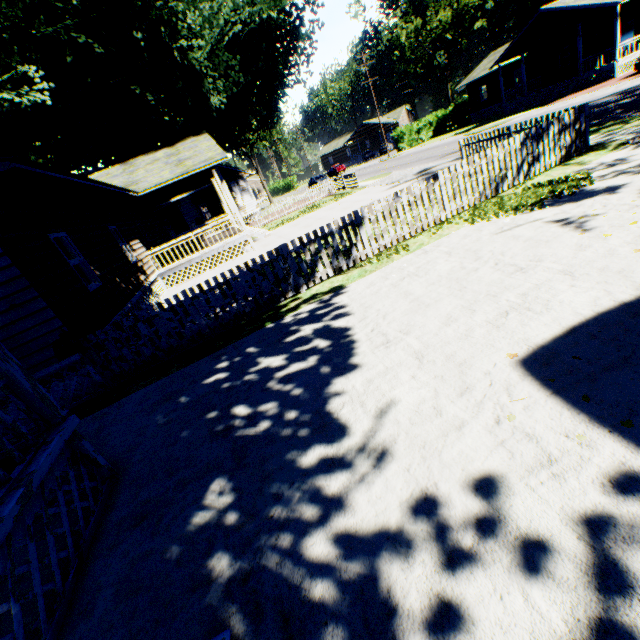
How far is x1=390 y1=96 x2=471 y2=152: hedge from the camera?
43.2 meters

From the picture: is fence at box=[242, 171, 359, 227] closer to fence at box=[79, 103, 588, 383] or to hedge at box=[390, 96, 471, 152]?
fence at box=[79, 103, 588, 383]

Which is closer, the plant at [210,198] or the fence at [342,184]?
the fence at [342,184]

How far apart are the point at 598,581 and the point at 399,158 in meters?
39.8 m

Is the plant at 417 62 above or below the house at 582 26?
above

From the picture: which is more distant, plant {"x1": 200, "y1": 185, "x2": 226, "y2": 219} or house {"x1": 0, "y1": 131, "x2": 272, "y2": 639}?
plant {"x1": 200, "y1": 185, "x2": 226, "y2": 219}

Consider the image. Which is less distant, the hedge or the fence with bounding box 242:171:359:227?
the fence with bounding box 242:171:359:227

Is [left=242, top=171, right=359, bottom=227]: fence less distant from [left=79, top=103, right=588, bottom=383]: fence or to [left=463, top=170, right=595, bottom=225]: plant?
[left=463, top=170, right=595, bottom=225]: plant
